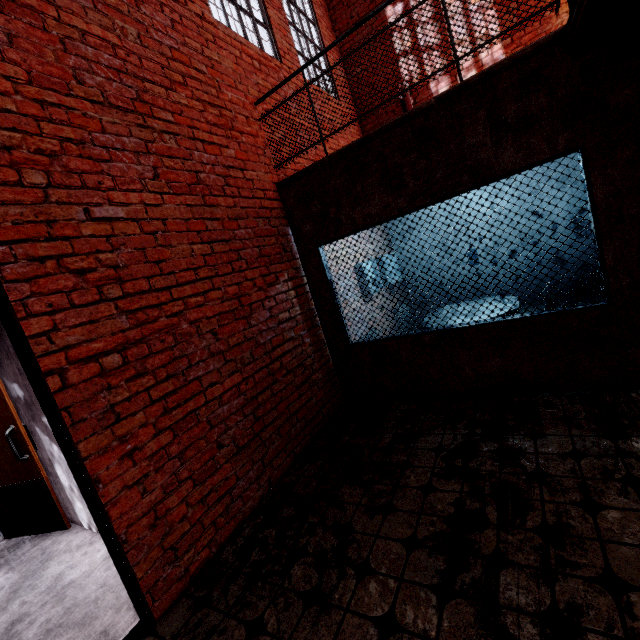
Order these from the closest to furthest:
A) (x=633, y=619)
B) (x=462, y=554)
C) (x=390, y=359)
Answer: (x=633, y=619) → (x=462, y=554) → (x=390, y=359)
